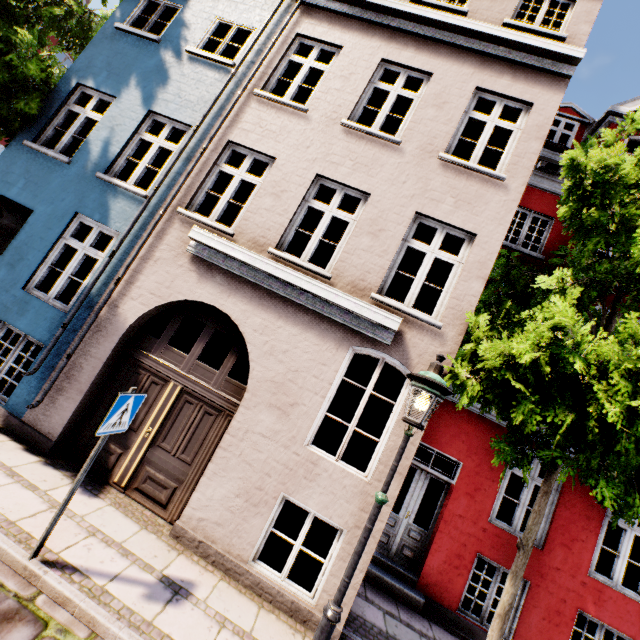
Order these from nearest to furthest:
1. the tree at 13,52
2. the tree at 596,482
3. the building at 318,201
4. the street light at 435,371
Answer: the street light at 435,371
the tree at 596,482
the building at 318,201
the tree at 13,52

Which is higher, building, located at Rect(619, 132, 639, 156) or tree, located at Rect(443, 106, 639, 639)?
building, located at Rect(619, 132, 639, 156)

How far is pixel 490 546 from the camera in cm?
657

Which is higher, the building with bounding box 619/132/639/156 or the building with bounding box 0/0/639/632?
the building with bounding box 619/132/639/156

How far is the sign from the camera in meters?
3.5

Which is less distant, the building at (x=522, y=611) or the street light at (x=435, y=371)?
the street light at (x=435, y=371)

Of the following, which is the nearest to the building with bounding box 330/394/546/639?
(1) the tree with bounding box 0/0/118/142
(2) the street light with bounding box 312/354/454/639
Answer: (1) the tree with bounding box 0/0/118/142

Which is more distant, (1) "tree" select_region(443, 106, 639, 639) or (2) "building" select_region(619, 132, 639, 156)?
(2) "building" select_region(619, 132, 639, 156)
